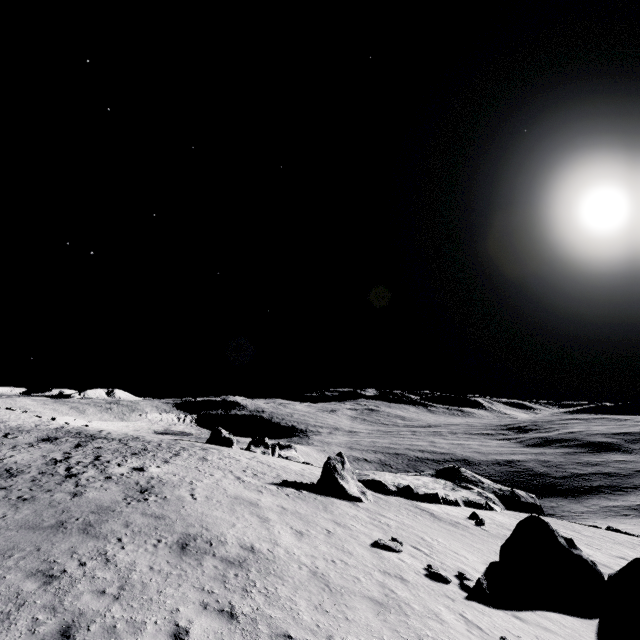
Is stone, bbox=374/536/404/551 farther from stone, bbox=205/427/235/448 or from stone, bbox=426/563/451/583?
stone, bbox=205/427/235/448

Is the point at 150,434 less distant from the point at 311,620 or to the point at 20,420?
the point at 20,420

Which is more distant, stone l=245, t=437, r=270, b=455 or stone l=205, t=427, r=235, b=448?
stone l=245, t=437, r=270, b=455

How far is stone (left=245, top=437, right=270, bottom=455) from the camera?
41.32m

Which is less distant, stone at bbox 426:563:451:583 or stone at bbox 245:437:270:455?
stone at bbox 426:563:451:583

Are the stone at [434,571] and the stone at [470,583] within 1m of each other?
yes

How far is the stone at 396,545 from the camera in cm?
1245

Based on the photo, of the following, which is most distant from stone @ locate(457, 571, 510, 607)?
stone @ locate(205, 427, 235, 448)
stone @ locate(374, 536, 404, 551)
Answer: stone @ locate(205, 427, 235, 448)
